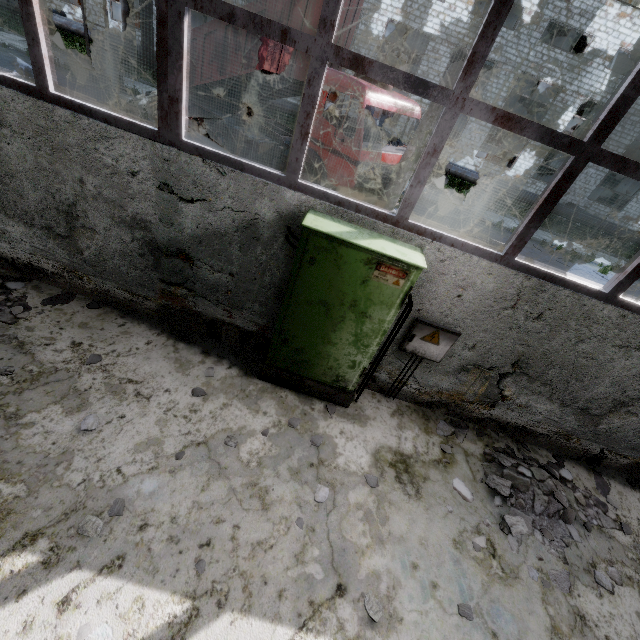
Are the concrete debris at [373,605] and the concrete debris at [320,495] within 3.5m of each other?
yes

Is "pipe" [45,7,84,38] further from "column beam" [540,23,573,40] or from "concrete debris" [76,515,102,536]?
"concrete debris" [76,515,102,536]

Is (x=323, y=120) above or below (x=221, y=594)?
above

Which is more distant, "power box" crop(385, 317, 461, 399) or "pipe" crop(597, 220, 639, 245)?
"pipe" crop(597, 220, 639, 245)

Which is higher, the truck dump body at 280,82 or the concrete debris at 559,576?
the truck dump body at 280,82

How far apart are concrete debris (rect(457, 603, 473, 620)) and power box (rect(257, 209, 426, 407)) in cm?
241

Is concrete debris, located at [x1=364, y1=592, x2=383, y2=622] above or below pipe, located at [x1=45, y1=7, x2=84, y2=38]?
below

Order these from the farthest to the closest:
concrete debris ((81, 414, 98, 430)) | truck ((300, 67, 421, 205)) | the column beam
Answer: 1. the column beam
2. truck ((300, 67, 421, 205))
3. concrete debris ((81, 414, 98, 430))
